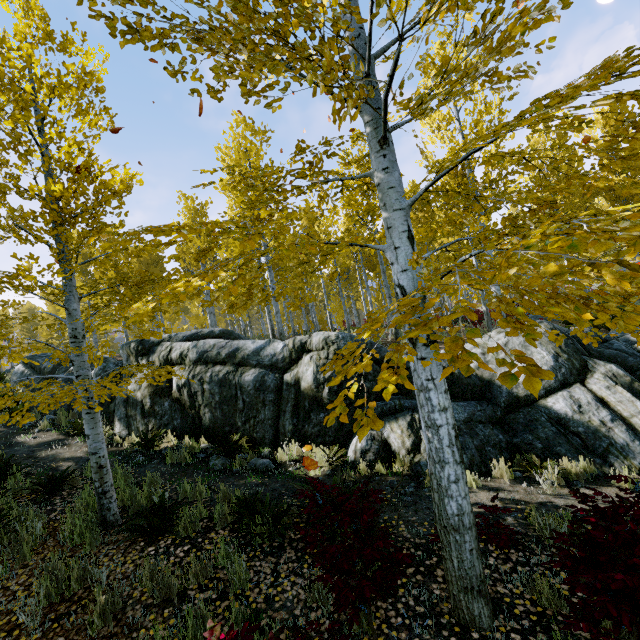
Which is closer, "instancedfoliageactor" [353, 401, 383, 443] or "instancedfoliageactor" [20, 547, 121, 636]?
"instancedfoliageactor" [353, 401, 383, 443]

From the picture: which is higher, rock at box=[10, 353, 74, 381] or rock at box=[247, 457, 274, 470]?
rock at box=[10, 353, 74, 381]

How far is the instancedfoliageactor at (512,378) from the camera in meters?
1.1

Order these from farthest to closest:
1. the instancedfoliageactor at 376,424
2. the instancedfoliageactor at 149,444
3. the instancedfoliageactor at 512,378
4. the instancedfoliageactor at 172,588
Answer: the instancedfoliageactor at 149,444
the instancedfoliageactor at 172,588
the instancedfoliageactor at 376,424
the instancedfoliageactor at 512,378

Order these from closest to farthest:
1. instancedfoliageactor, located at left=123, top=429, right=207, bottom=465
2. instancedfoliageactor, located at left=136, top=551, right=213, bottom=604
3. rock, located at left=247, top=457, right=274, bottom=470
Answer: instancedfoliageactor, located at left=136, top=551, right=213, bottom=604
rock, located at left=247, top=457, right=274, bottom=470
instancedfoliageactor, located at left=123, top=429, right=207, bottom=465

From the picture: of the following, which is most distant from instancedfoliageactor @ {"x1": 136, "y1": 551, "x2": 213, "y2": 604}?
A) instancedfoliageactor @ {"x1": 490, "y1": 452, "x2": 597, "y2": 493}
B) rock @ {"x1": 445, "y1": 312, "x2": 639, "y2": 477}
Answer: instancedfoliageactor @ {"x1": 490, "y1": 452, "x2": 597, "y2": 493}

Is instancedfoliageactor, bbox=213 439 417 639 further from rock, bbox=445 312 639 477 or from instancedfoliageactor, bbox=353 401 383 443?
rock, bbox=445 312 639 477

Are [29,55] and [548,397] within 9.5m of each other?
no
